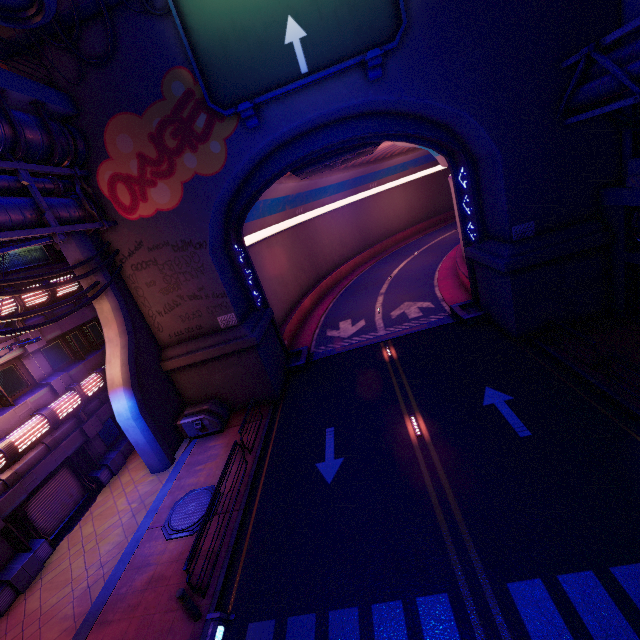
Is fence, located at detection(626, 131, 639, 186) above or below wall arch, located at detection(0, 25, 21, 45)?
below

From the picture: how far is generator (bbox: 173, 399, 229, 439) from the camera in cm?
1568

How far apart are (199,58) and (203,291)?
9.2 meters

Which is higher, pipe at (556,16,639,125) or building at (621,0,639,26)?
building at (621,0,639,26)

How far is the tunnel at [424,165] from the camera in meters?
16.3

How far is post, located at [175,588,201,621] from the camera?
8.1 meters

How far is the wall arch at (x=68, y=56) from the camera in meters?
12.4 m

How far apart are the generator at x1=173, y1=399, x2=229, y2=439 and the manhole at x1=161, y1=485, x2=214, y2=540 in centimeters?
318cm
